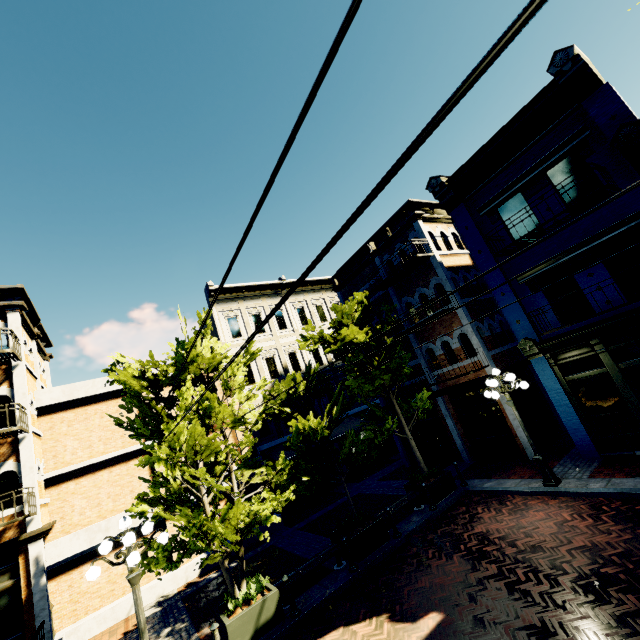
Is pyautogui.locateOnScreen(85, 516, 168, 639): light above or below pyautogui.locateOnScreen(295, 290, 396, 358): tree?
below

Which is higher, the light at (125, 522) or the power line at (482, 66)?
the power line at (482, 66)

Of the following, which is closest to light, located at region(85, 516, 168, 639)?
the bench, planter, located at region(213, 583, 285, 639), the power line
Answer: planter, located at region(213, 583, 285, 639)

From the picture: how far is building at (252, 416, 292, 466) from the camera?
17.4m

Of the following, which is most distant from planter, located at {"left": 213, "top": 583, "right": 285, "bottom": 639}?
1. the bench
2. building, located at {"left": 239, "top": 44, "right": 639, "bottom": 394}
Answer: building, located at {"left": 239, "top": 44, "right": 639, "bottom": 394}

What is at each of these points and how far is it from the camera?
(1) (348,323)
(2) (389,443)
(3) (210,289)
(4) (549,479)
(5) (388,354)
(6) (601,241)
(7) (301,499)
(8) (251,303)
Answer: (1) tree, 11.1 meters
(2) building, 21.8 meters
(3) building, 19.2 meters
(4) light, 9.6 meters
(5) tree, 13.2 meters
(6) building, 9.6 meters
(7) building, 17.6 meters
(8) building, 20.9 meters

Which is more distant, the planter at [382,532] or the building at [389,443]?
the building at [389,443]

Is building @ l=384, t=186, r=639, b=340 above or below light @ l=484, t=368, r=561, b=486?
above
